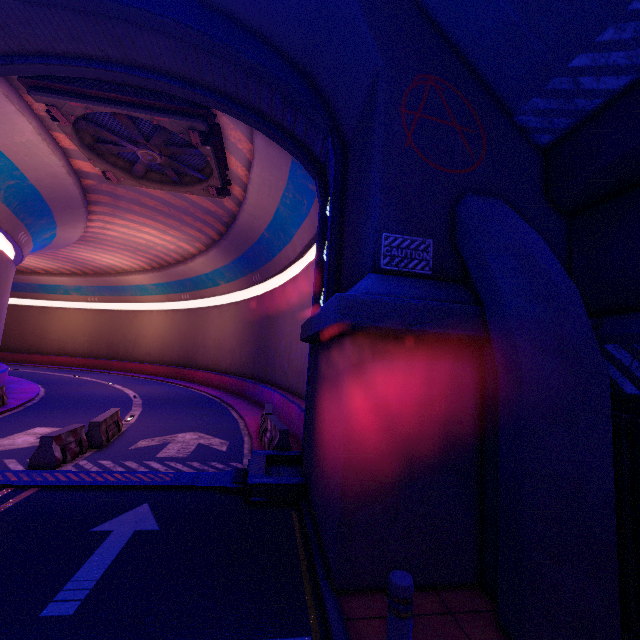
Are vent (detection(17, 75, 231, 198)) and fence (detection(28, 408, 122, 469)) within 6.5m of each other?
no

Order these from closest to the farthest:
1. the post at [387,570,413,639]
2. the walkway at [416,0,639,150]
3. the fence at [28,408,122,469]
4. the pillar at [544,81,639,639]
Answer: the post at [387,570,413,639]
the pillar at [544,81,639,639]
the walkway at [416,0,639,150]
the fence at [28,408,122,469]

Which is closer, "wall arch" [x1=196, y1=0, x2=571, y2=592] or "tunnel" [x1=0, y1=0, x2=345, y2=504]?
"wall arch" [x1=196, y1=0, x2=571, y2=592]

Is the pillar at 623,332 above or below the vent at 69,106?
below

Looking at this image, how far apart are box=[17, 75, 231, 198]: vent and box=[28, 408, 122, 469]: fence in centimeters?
1004cm

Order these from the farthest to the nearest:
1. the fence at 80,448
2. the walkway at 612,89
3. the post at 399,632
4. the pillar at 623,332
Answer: Answer: the fence at 80,448 → the walkway at 612,89 → the pillar at 623,332 → the post at 399,632

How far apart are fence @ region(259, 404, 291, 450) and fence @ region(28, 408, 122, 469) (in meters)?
5.14

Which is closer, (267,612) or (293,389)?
(267,612)
